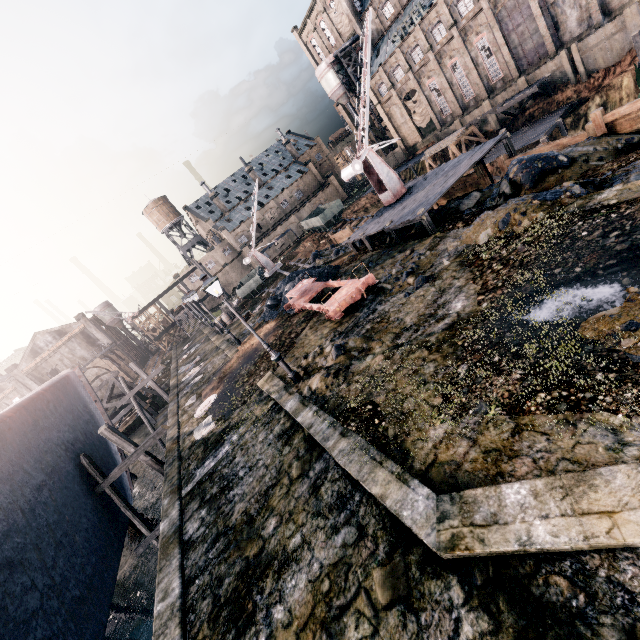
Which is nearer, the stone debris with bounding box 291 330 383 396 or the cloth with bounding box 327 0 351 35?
the stone debris with bounding box 291 330 383 396

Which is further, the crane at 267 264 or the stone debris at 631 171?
the crane at 267 264

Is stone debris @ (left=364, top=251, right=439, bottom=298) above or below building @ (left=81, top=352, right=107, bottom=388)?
below

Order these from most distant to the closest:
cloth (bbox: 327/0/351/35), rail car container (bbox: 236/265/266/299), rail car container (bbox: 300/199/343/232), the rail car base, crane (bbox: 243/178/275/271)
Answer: cloth (bbox: 327/0/351/35) → rail car container (bbox: 300/199/343/232) → crane (bbox: 243/178/275/271) → rail car container (bbox: 236/265/266/299) → the rail car base

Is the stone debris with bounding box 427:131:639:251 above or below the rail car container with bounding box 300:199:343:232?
below

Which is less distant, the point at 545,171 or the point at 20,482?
the point at 20,482

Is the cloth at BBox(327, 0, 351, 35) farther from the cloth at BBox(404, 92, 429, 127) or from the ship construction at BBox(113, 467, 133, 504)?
the ship construction at BBox(113, 467, 133, 504)

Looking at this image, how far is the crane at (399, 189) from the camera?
23.77m
